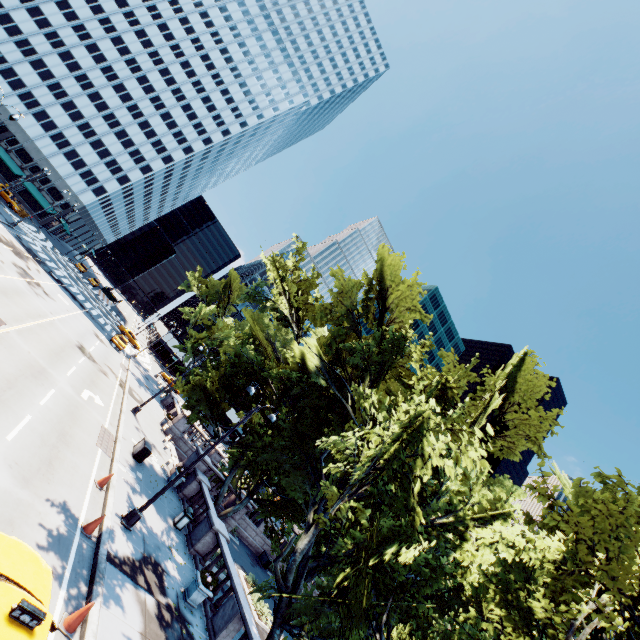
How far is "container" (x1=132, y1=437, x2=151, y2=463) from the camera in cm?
1892

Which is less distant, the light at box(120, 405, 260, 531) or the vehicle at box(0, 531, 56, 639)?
the vehicle at box(0, 531, 56, 639)

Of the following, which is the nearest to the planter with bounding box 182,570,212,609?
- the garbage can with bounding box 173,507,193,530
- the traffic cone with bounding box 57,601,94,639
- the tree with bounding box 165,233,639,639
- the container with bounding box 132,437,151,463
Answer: the tree with bounding box 165,233,639,639

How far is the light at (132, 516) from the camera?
12.98m

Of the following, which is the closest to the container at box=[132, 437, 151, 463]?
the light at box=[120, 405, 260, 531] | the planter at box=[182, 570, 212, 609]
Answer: the light at box=[120, 405, 260, 531]

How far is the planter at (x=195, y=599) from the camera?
12.7 meters

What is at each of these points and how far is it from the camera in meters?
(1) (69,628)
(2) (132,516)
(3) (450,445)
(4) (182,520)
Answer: (1) traffic cone, 7.7
(2) light, 13.0
(3) tree, 7.4
(4) garbage can, 17.1

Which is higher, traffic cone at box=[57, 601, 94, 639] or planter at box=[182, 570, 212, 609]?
planter at box=[182, 570, 212, 609]
